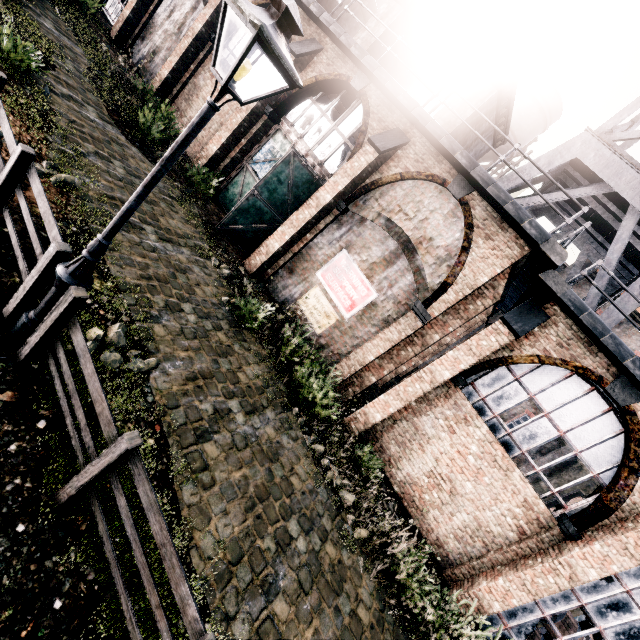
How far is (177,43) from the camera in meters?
17.5

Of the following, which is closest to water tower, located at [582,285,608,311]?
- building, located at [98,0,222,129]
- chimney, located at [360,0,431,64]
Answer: building, located at [98,0,222,129]

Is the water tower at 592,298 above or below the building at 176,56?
above

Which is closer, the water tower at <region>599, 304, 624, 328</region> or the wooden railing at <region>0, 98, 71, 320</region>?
the wooden railing at <region>0, 98, 71, 320</region>

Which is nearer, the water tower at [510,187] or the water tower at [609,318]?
the water tower at [609,318]

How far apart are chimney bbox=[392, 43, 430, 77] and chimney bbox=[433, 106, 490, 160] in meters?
4.9
